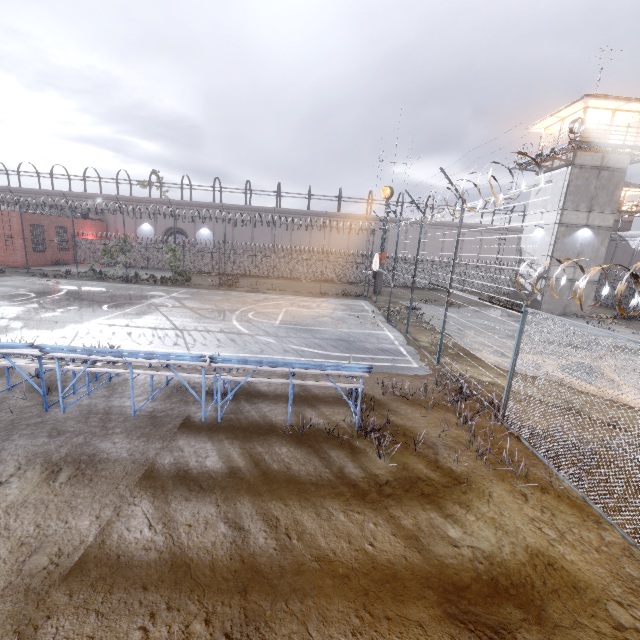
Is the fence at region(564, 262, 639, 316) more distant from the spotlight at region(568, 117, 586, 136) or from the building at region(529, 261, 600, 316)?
Answer: the spotlight at region(568, 117, 586, 136)

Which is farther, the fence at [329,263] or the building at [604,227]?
the fence at [329,263]

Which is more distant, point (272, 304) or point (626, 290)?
point (626, 290)

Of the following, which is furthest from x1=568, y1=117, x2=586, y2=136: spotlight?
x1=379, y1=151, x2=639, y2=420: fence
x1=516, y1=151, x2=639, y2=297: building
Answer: x1=379, y1=151, x2=639, y2=420: fence

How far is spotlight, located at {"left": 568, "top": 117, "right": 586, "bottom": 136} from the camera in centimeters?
2044cm

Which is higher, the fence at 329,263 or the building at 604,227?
the building at 604,227

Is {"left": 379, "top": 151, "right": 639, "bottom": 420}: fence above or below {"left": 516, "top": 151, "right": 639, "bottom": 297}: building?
below

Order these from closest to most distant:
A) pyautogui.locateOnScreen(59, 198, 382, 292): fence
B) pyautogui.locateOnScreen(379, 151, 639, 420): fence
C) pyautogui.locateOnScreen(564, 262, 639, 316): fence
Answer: pyautogui.locateOnScreen(564, 262, 639, 316): fence, pyautogui.locateOnScreen(379, 151, 639, 420): fence, pyautogui.locateOnScreen(59, 198, 382, 292): fence
